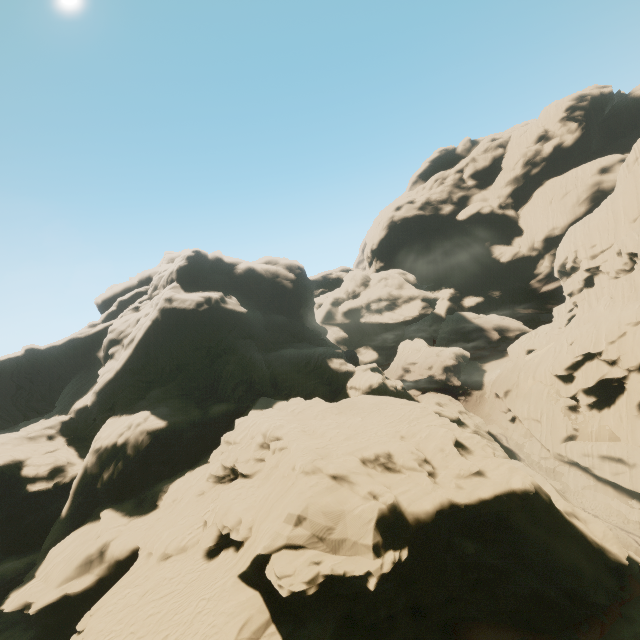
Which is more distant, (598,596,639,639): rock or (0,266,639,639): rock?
(598,596,639,639): rock

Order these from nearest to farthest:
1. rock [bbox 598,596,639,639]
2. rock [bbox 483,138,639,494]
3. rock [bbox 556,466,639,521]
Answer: rock [bbox 598,596,639,639] → rock [bbox 556,466,639,521] → rock [bbox 483,138,639,494]

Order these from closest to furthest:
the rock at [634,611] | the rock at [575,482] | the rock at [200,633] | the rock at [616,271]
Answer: the rock at [200,633]
the rock at [634,611]
the rock at [575,482]
the rock at [616,271]

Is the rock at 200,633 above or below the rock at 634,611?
above

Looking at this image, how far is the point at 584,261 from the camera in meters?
52.6

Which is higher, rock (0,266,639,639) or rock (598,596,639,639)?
rock (0,266,639,639)
